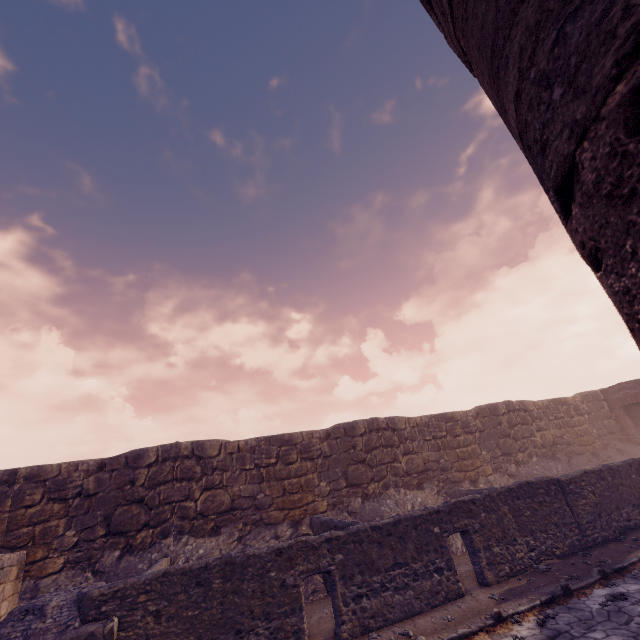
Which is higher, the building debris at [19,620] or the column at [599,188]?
the column at [599,188]

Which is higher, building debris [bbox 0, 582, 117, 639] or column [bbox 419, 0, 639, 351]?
column [bbox 419, 0, 639, 351]

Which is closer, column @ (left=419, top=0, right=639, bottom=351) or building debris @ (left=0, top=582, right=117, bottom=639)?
column @ (left=419, top=0, right=639, bottom=351)

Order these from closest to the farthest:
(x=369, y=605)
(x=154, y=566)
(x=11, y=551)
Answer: (x=369, y=605) < (x=154, y=566) < (x=11, y=551)

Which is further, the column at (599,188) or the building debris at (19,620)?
the building debris at (19,620)
